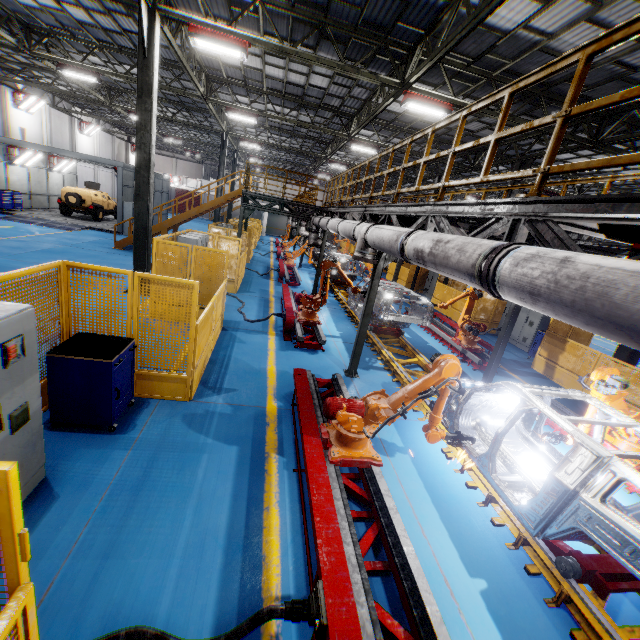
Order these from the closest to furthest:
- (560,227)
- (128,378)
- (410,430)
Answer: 1. (560,227)
2. (128,378)
3. (410,430)

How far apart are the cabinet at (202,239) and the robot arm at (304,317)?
3.4 meters

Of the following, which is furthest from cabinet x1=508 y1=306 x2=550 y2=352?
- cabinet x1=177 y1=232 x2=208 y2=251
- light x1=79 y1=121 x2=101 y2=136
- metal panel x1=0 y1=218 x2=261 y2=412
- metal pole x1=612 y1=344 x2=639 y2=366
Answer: light x1=79 y1=121 x2=101 y2=136

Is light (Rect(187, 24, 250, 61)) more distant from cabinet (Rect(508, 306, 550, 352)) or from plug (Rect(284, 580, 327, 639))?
cabinet (Rect(508, 306, 550, 352))

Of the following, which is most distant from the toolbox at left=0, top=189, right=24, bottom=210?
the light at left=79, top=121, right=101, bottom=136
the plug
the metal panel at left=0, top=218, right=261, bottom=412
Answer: the plug

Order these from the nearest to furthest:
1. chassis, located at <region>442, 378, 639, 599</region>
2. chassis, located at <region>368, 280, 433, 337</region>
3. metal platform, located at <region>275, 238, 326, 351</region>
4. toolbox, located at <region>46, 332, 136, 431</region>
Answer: chassis, located at <region>442, 378, 639, 599</region>, toolbox, located at <region>46, 332, 136, 431</region>, metal platform, located at <region>275, 238, 326, 351</region>, chassis, located at <region>368, 280, 433, 337</region>

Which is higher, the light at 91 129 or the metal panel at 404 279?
the light at 91 129

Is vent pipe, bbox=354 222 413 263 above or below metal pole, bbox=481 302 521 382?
above
